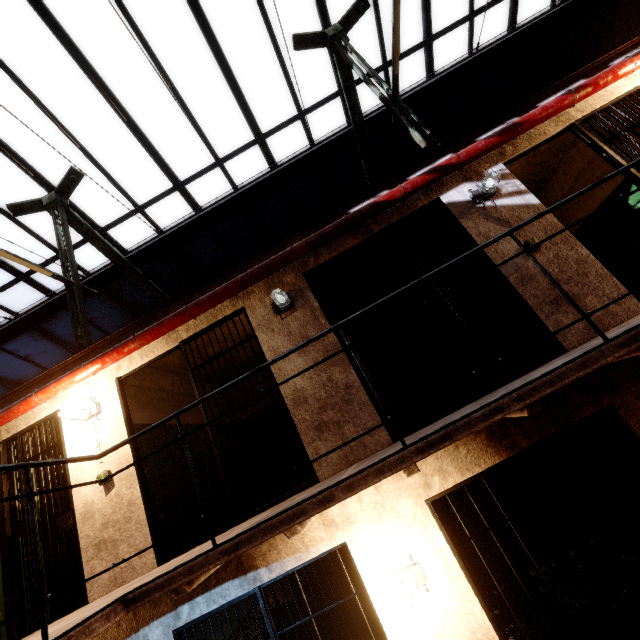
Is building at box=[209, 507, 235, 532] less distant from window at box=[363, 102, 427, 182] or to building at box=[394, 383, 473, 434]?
building at box=[394, 383, 473, 434]

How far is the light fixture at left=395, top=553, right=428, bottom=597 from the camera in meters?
2.9 m

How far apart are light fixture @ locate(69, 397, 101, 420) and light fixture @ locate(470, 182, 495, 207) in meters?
5.7

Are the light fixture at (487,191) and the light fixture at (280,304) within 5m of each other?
yes

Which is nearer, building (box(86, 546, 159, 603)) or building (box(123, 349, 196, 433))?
building (box(86, 546, 159, 603))

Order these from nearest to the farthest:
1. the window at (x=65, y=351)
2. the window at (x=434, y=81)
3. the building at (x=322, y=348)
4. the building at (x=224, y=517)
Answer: the building at (x=322, y=348) → the building at (x=224, y=517) → the window at (x=434, y=81) → the window at (x=65, y=351)

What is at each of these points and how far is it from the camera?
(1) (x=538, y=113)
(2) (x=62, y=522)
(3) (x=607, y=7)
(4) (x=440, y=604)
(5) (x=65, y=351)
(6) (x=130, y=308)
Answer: (1) pipe, 4.0 meters
(2) metal bar, 4.0 meters
(3) support beam, 6.9 meters
(4) building, 3.0 meters
(5) window, 8.6 meters
(6) window, 8.4 meters

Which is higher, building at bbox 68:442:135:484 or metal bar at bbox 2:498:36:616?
building at bbox 68:442:135:484
